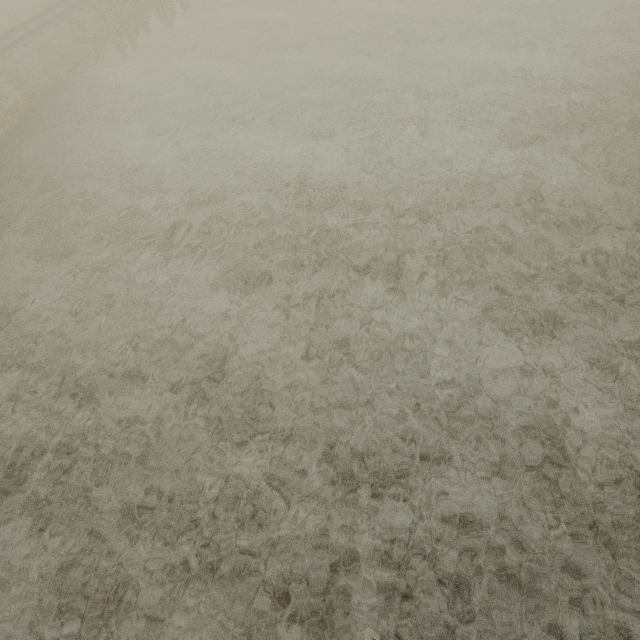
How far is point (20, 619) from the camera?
4.0m

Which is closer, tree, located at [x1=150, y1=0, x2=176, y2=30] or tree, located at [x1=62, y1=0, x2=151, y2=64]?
tree, located at [x1=62, y1=0, x2=151, y2=64]

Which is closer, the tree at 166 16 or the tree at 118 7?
the tree at 118 7
